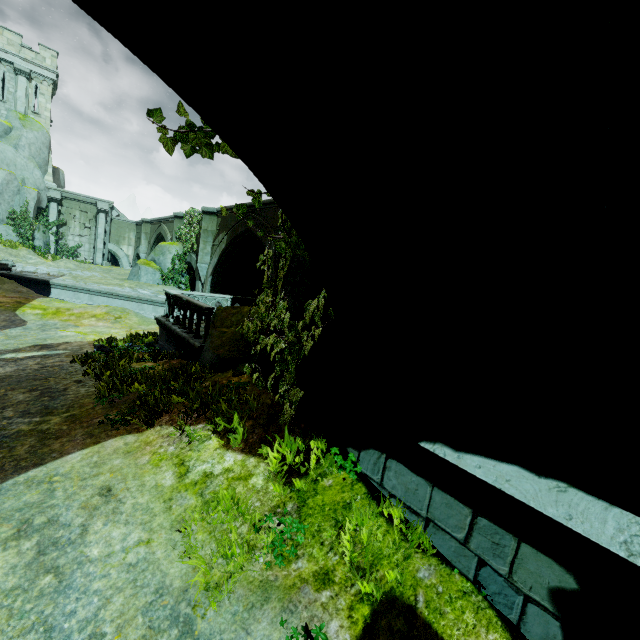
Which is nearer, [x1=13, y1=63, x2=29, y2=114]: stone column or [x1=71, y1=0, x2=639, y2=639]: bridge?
[x1=71, y1=0, x2=639, y2=639]: bridge

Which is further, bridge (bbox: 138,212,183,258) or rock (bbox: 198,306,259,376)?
bridge (bbox: 138,212,183,258)

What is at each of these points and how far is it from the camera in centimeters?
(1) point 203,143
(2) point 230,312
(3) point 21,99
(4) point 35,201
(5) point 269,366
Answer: (1) plant, 366cm
(2) rock, 865cm
(3) stone column, 2570cm
(4) rock, 2575cm
(5) rock, 579cm

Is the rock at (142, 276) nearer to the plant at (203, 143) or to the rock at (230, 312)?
the rock at (230, 312)

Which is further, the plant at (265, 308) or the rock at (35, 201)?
the rock at (35, 201)

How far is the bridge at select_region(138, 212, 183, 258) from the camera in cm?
2138

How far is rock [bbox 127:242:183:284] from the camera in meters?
19.6 m

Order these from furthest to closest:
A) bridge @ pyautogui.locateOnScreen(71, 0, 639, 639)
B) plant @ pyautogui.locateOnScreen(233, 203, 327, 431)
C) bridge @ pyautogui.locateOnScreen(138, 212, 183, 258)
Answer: bridge @ pyautogui.locateOnScreen(138, 212, 183, 258), plant @ pyautogui.locateOnScreen(233, 203, 327, 431), bridge @ pyautogui.locateOnScreen(71, 0, 639, 639)
